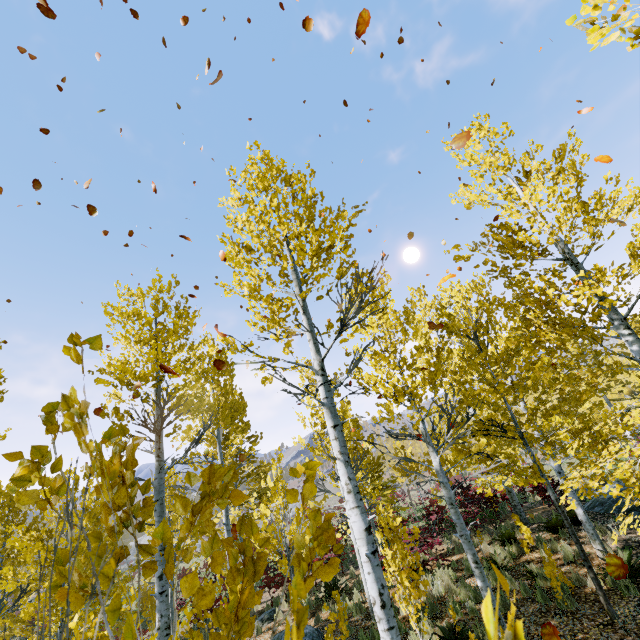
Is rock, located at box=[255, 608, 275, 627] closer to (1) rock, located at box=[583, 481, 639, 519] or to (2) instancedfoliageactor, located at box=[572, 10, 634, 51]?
(2) instancedfoliageactor, located at box=[572, 10, 634, 51]

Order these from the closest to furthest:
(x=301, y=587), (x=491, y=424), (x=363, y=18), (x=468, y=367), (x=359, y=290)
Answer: (x=301, y=587) → (x=363, y=18) → (x=359, y=290) → (x=491, y=424) → (x=468, y=367)

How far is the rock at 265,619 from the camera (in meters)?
11.62

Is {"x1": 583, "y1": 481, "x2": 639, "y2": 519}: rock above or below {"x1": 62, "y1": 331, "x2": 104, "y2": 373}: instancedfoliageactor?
below

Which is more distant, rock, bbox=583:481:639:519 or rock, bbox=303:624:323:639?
rock, bbox=583:481:639:519

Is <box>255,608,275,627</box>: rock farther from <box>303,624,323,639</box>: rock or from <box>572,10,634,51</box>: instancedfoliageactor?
<box>303,624,323,639</box>: rock

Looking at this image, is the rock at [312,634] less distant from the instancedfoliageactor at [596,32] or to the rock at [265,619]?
the instancedfoliageactor at [596,32]

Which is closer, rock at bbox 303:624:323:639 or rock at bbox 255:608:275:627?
rock at bbox 303:624:323:639
